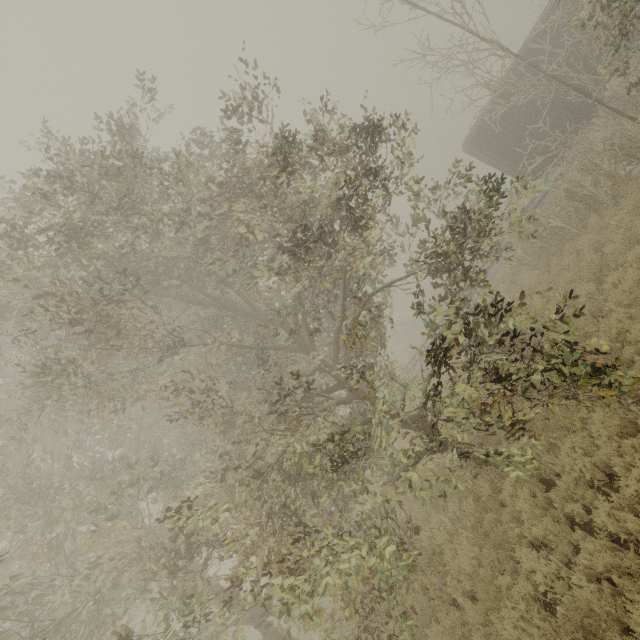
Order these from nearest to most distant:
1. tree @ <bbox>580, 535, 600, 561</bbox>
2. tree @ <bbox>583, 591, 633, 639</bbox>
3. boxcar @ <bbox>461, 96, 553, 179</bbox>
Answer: tree @ <bbox>583, 591, 633, 639</bbox> → tree @ <bbox>580, 535, 600, 561</bbox> → boxcar @ <bbox>461, 96, 553, 179</bbox>

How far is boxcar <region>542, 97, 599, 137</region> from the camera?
13.96m

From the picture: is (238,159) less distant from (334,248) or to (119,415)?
(334,248)

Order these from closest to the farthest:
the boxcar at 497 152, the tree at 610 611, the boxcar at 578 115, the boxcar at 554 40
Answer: the tree at 610 611
the boxcar at 554 40
the boxcar at 578 115
the boxcar at 497 152

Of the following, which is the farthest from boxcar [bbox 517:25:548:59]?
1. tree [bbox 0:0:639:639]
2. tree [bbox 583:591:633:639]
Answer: tree [bbox 583:591:633:639]

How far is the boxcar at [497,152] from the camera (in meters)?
14.55

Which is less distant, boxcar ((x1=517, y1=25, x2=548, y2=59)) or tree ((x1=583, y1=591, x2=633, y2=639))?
tree ((x1=583, y1=591, x2=633, y2=639))
